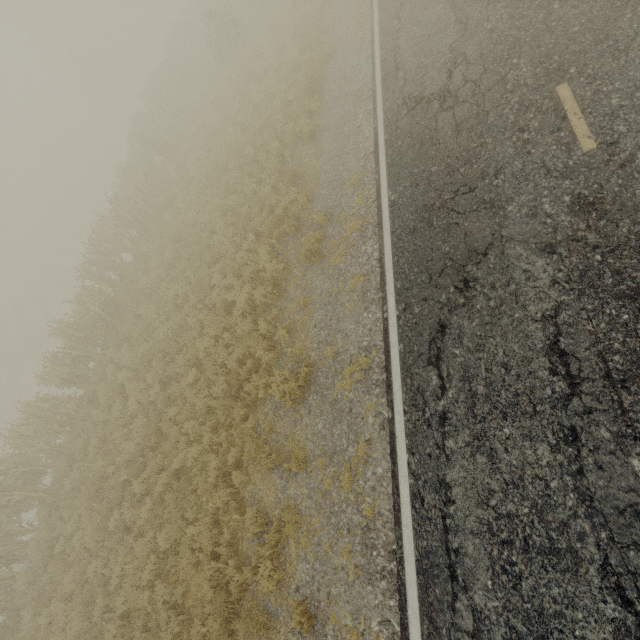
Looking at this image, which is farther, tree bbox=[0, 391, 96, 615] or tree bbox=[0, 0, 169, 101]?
tree bbox=[0, 0, 169, 101]

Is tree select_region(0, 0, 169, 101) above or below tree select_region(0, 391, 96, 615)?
above

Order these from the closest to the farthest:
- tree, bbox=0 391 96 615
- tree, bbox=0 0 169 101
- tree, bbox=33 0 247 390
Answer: tree, bbox=0 391 96 615, tree, bbox=33 0 247 390, tree, bbox=0 0 169 101

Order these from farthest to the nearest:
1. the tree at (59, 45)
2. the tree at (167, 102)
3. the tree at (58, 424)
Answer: the tree at (59, 45), the tree at (167, 102), the tree at (58, 424)

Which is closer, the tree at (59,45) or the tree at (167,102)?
the tree at (167,102)

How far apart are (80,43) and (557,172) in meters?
63.0
